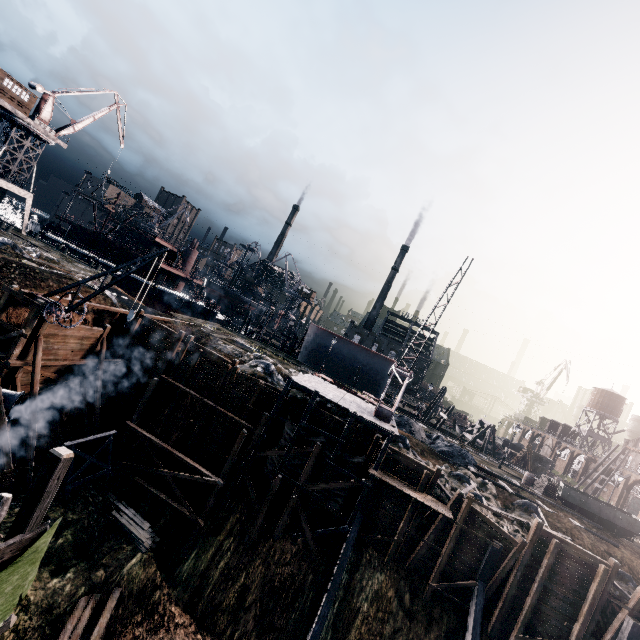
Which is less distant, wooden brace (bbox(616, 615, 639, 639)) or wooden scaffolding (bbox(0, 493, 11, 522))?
wooden scaffolding (bbox(0, 493, 11, 522))

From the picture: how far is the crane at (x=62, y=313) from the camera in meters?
18.3

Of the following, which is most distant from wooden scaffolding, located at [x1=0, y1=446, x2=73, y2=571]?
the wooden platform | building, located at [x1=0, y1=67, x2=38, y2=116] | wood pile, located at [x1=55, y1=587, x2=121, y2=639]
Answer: building, located at [x1=0, y1=67, x2=38, y2=116]

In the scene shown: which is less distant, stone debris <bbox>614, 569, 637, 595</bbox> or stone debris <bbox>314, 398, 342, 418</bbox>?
stone debris <bbox>614, 569, 637, 595</bbox>

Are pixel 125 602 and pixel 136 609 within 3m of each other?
yes

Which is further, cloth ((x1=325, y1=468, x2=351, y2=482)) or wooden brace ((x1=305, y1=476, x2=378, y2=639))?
cloth ((x1=325, y1=468, x2=351, y2=482))

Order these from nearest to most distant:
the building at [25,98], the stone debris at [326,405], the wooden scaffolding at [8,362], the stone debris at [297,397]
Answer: the wooden scaffolding at [8,362] < the stone debris at [297,397] < the stone debris at [326,405] < the building at [25,98]

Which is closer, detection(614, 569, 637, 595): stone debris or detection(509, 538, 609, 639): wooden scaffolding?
detection(509, 538, 609, 639): wooden scaffolding
